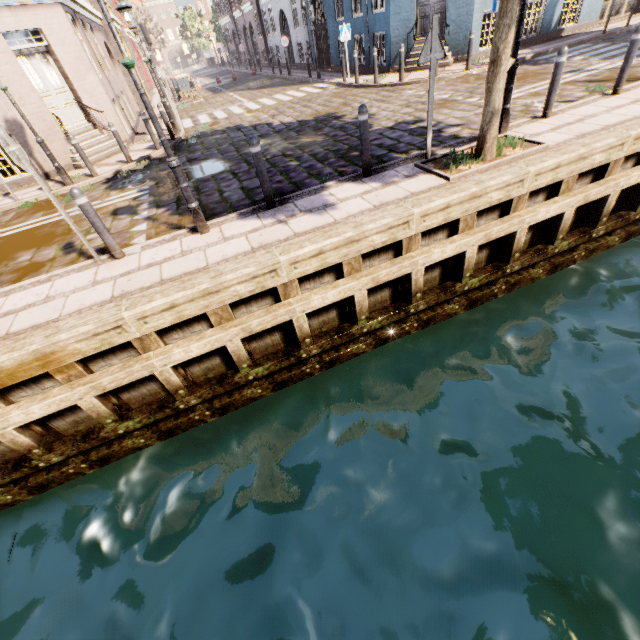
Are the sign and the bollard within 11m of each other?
yes

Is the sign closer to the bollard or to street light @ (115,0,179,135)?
the bollard

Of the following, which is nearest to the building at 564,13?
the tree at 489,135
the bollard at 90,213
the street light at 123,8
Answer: the street light at 123,8

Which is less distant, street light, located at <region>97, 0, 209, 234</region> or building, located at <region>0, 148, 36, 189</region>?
street light, located at <region>97, 0, 209, 234</region>

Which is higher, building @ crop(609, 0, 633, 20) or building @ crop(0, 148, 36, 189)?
building @ crop(609, 0, 633, 20)

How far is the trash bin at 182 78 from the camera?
20.6m

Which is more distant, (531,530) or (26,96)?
(26,96)

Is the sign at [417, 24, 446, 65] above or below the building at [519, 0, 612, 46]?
above
